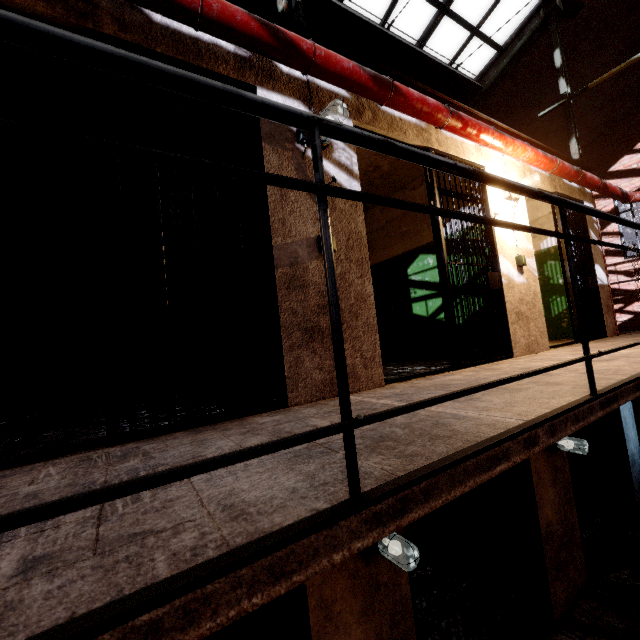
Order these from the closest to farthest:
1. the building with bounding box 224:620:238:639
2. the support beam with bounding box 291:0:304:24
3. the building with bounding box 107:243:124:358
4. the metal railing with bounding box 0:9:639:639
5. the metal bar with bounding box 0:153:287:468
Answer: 1. the metal railing with bounding box 0:9:639:639
2. the metal bar with bounding box 0:153:287:468
3. the support beam with bounding box 291:0:304:24
4. the building with bounding box 224:620:238:639
5. the building with bounding box 107:243:124:358

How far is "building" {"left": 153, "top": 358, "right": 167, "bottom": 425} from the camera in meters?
2.4

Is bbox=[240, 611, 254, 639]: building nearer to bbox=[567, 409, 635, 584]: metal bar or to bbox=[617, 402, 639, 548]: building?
bbox=[617, 402, 639, 548]: building

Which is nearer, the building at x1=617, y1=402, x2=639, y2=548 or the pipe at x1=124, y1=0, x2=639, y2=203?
the pipe at x1=124, y1=0, x2=639, y2=203

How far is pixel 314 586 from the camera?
2.2m

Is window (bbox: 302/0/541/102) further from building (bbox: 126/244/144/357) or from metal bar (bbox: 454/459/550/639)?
metal bar (bbox: 454/459/550/639)

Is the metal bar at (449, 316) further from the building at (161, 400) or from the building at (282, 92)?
the building at (161, 400)

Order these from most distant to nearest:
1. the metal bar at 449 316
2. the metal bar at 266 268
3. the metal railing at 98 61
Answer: the metal bar at 449 316
the metal bar at 266 268
the metal railing at 98 61
